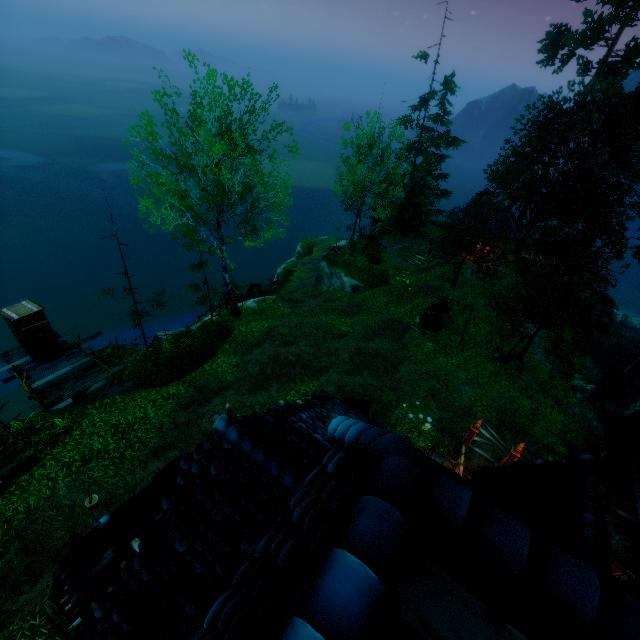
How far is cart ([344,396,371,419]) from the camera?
13.67m

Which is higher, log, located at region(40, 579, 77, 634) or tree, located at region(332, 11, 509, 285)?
tree, located at region(332, 11, 509, 285)

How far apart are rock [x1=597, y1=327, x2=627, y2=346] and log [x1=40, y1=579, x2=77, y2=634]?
34.9m

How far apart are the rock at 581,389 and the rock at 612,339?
8.86m

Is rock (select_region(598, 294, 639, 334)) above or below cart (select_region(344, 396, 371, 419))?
below

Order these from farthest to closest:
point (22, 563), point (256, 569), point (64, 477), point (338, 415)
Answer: point (64, 477) < point (22, 563) < point (338, 415) < point (256, 569)

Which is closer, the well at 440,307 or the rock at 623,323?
the well at 440,307

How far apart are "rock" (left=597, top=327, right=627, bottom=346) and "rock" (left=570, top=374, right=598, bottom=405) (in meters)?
8.86
